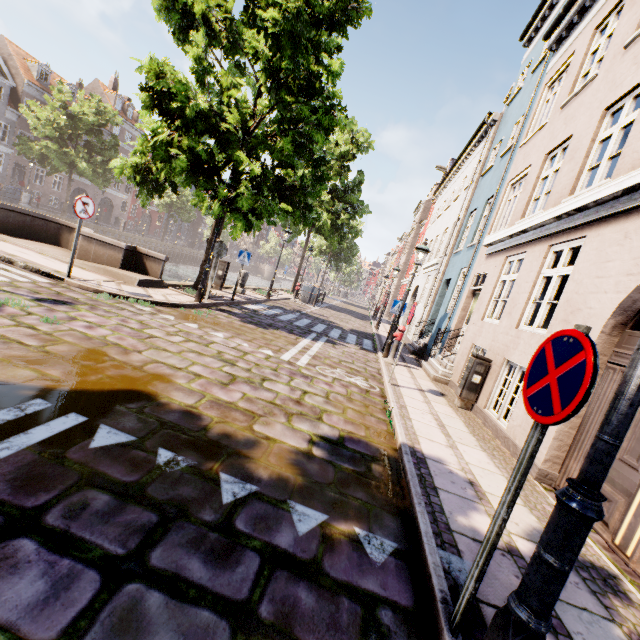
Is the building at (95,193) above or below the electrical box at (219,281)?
above

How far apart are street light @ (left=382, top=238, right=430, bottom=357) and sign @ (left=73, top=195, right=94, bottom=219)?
8.68m

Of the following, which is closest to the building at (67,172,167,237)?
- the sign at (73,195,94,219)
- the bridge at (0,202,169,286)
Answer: the bridge at (0,202,169,286)

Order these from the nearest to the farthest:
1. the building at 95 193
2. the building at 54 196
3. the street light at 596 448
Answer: the street light at 596 448 → the building at 54 196 → the building at 95 193

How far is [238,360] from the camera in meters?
6.0 m

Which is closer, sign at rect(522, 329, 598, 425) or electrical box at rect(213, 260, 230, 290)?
sign at rect(522, 329, 598, 425)

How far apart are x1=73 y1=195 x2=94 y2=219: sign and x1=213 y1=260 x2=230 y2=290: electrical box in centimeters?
602cm

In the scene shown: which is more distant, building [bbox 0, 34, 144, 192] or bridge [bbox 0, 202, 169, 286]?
building [bbox 0, 34, 144, 192]
